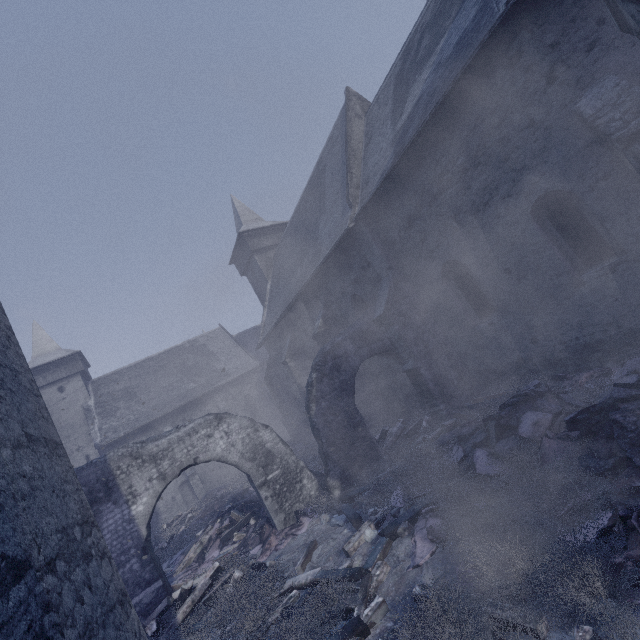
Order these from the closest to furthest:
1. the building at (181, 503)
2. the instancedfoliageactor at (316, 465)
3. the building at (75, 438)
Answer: the building at (75, 438) < the instancedfoliageactor at (316, 465) < the building at (181, 503)

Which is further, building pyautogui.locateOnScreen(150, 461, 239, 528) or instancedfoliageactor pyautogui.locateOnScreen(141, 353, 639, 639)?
building pyautogui.locateOnScreen(150, 461, 239, 528)

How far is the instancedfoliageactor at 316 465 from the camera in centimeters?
1327cm

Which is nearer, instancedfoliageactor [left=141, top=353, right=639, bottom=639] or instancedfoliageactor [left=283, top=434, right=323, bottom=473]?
instancedfoliageactor [left=141, top=353, right=639, bottom=639]

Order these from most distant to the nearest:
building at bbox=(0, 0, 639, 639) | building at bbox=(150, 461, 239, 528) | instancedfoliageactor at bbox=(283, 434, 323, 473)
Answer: building at bbox=(150, 461, 239, 528) < instancedfoliageactor at bbox=(283, 434, 323, 473) < building at bbox=(0, 0, 639, 639)

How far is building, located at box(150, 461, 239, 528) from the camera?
22.9m

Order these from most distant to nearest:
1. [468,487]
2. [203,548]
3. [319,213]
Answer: [319,213] → [203,548] → [468,487]

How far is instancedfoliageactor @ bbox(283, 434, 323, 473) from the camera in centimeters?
1327cm
